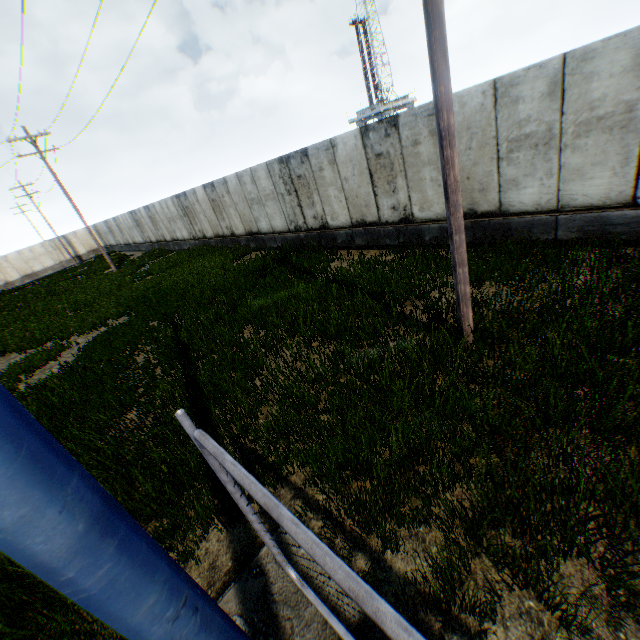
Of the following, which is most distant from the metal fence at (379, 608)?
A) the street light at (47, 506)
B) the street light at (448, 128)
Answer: the street light at (448, 128)

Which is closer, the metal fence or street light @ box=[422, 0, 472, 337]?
the metal fence

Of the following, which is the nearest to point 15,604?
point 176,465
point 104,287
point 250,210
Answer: point 176,465

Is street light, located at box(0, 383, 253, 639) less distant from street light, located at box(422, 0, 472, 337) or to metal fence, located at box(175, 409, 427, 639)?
metal fence, located at box(175, 409, 427, 639)

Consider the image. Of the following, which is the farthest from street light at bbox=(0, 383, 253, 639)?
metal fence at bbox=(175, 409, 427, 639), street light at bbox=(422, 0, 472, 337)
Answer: street light at bbox=(422, 0, 472, 337)

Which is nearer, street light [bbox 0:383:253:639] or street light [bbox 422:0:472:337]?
street light [bbox 0:383:253:639]

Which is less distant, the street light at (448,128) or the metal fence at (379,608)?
the metal fence at (379,608)
